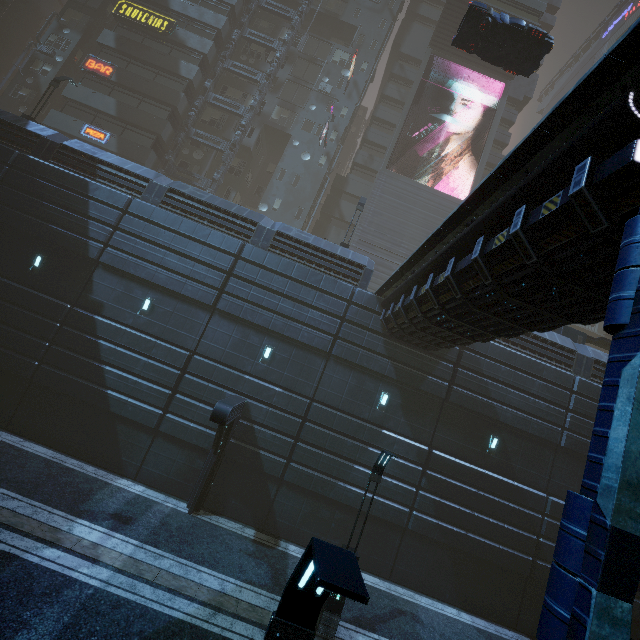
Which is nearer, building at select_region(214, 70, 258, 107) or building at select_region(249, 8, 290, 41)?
building at select_region(214, 70, 258, 107)

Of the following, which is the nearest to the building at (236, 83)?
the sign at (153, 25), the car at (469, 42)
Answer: the sign at (153, 25)

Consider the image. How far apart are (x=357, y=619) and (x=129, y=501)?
9.3m

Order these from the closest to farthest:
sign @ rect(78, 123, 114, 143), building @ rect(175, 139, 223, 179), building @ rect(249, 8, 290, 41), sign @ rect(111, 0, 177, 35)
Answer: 1. sign @ rect(78, 123, 114, 143)
2. sign @ rect(111, 0, 177, 35)
3. building @ rect(175, 139, 223, 179)
4. building @ rect(249, 8, 290, 41)

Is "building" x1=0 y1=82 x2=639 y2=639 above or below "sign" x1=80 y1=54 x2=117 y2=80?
below

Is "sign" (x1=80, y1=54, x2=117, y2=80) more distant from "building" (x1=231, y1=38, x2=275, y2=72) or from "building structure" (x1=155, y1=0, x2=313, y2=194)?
"building structure" (x1=155, y1=0, x2=313, y2=194)

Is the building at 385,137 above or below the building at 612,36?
below

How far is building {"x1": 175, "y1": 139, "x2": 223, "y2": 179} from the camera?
30.0 meters
